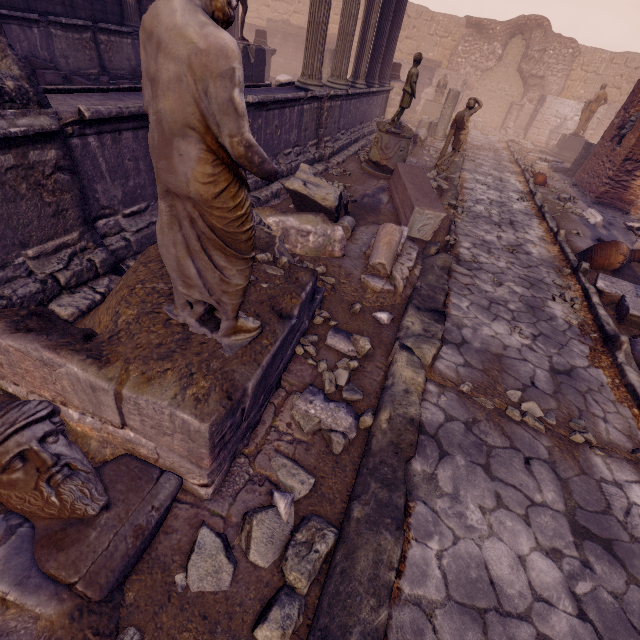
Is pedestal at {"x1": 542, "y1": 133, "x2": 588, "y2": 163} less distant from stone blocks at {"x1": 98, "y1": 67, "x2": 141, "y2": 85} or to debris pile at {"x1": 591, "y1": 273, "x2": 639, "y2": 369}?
debris pile at {"x1": 591, "y1": 273, "x2": 639, "y2": 369}

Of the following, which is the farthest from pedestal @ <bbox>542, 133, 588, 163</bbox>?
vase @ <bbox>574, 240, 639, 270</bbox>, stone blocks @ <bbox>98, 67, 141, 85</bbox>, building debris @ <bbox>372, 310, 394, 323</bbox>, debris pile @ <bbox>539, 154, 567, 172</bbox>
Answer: building debris @ <bbox>372, 310, 394, 323</bbox>

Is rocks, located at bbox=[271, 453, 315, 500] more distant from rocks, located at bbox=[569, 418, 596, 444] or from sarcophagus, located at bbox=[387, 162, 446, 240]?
sarcophagus, located at bbox=[387, 162, 446, 240]

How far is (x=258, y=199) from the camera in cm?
543

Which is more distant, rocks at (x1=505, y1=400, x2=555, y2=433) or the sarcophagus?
the sarcophagus

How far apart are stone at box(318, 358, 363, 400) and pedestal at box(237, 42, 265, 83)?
8.19m

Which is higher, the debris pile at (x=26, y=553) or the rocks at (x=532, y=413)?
the debris pile at (x=26, y=553)

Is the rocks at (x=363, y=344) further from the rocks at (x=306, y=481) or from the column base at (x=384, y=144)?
the column base at (x=384, y=144)
